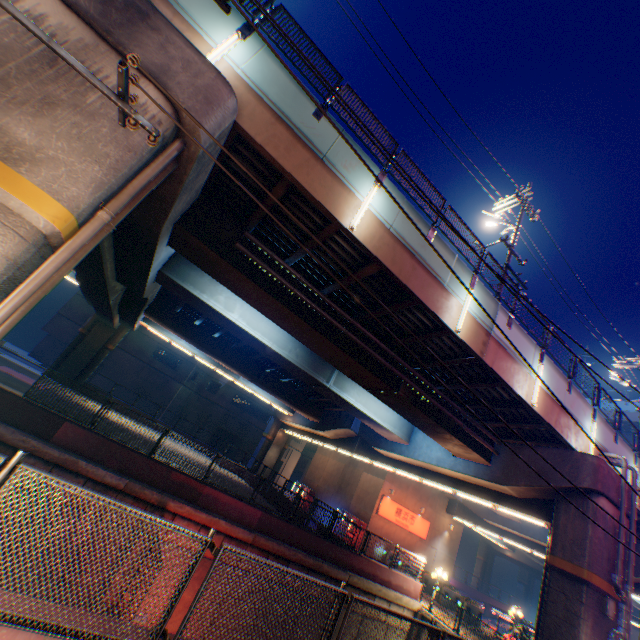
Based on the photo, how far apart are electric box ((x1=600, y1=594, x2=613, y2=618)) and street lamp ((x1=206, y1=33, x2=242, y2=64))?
21.1m

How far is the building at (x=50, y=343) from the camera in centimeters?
3769cm

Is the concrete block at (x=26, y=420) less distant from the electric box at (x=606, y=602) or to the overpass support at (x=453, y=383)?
the overpass support at (x=453, y=383)

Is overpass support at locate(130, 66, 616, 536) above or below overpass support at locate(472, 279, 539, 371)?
below

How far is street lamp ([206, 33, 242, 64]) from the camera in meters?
7.3

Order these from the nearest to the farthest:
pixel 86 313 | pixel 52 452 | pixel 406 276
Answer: pixel 406 276, pixel 52 452, pixel 86 313

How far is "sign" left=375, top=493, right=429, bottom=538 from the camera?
28.06m

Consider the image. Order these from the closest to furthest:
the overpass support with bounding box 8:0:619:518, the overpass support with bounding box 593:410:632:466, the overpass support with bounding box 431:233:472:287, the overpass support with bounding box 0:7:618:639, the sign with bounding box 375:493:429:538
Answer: the overpass support with bounding box 0:7:618:639 < the overpass support with bounding box 8:0:619:518 < the overpass support with bounding box 431:233:472:287 < the overpass support with bounding box 593:410:632:466 < the sign with bounding box 375:493:429:538
